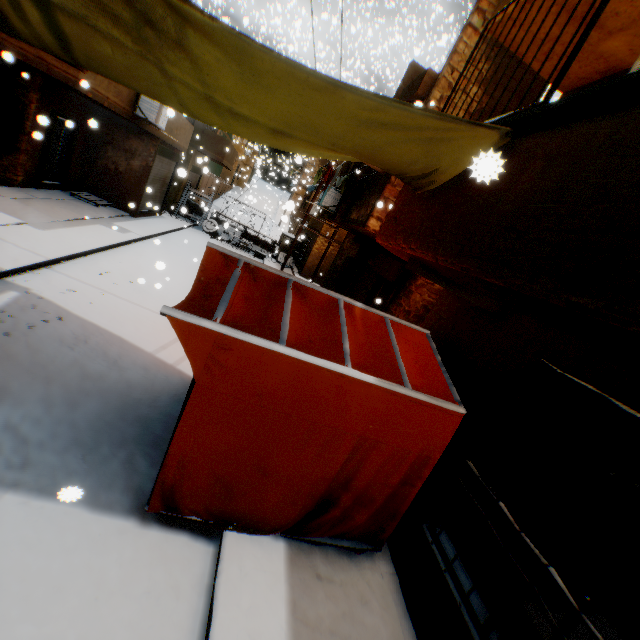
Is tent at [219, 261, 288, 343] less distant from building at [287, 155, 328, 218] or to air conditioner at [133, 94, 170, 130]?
air conditioner at [133, 94, 170, 130]

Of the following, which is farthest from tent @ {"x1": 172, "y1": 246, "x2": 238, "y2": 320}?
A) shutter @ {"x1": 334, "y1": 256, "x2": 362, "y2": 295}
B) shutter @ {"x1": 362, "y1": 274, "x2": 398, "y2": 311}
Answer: shutter @ {"x1": 334, "y1": 256, "x2": 362, "y2": 295}

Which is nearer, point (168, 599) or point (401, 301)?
point (168, 599)

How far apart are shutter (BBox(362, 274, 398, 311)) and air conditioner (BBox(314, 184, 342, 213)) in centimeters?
370cm

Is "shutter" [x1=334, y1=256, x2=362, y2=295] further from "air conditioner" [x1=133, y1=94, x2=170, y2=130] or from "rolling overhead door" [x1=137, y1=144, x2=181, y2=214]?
"rolling overhead door" [x1=137, y1=144, x2=181, y2=214]

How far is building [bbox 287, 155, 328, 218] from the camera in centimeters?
1862cm

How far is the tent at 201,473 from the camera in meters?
2.9 m
